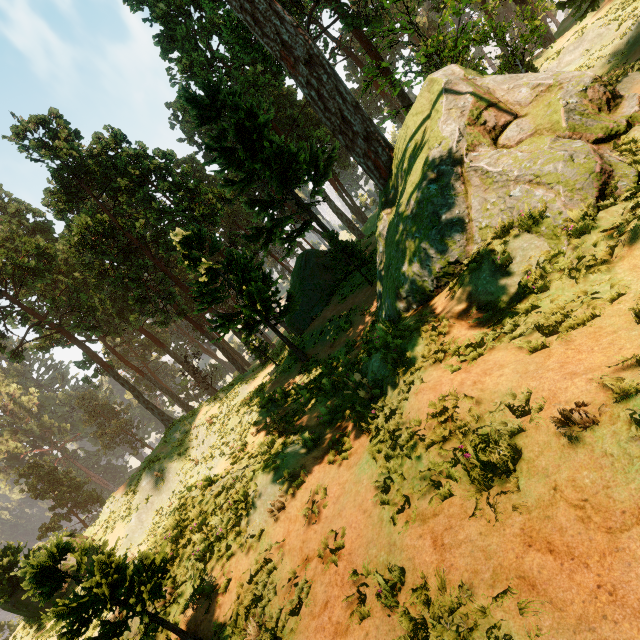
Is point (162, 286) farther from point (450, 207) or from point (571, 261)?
point (571, 261)

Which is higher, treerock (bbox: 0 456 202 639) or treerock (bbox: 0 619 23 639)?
treerock (bbox: 0 456 202 639)

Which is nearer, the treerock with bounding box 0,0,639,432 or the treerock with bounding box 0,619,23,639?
the treerock with bounding box 0,0,639,432

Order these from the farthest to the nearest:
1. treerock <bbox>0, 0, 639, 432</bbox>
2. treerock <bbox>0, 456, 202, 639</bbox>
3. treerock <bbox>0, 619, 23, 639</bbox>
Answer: treerock <bbox>0, 619, 23, 639</bbox> → treerock <bbox>0, 0, 639, 432</bbox> → treerock <bbox>0, 456, 202, 639</bbox>

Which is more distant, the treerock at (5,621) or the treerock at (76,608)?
the treerock at (5,621)
